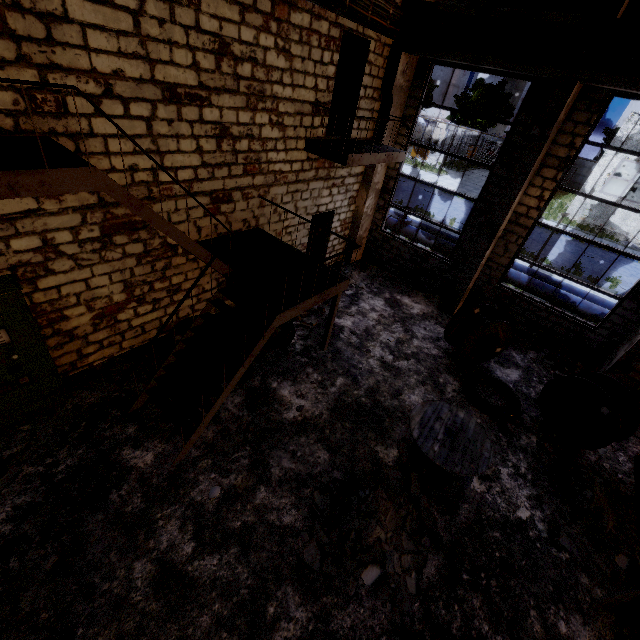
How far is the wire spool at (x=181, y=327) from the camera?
6.78m

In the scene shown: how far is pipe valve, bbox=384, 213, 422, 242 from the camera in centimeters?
1461cm

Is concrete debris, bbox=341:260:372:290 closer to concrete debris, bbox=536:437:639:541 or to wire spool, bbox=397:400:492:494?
wire spool, bbox=397:400:492:494

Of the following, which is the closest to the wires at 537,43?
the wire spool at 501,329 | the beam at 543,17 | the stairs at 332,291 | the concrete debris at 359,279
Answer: the beam at 543,17

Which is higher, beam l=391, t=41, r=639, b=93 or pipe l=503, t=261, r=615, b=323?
beam l=391, t=41, r=639, b=93

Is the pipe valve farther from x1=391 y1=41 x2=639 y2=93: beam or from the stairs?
the stairs

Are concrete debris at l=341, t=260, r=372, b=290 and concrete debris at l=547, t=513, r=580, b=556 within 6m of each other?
no

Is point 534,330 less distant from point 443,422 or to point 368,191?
point 443,422
